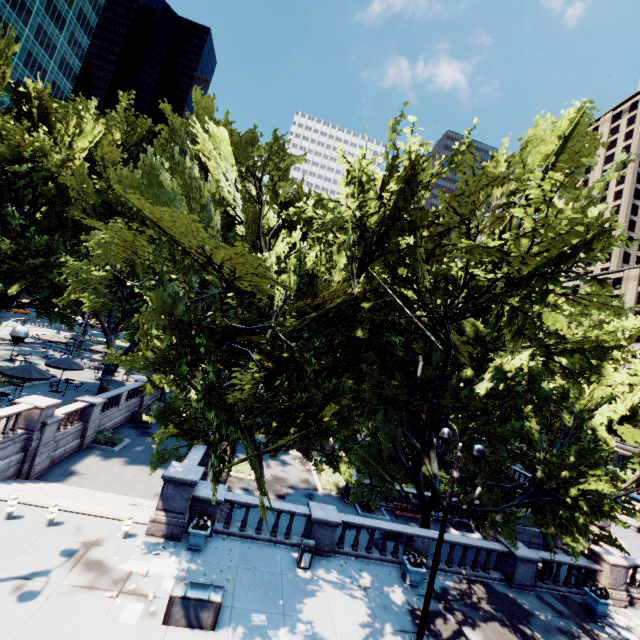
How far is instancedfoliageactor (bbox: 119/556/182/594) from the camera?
10.8m

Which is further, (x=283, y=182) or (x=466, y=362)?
(x=466, y=362)

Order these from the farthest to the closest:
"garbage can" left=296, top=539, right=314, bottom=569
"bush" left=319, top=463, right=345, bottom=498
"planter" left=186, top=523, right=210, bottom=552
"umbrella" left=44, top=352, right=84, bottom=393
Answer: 1. "umbrella" left=44, top=352, right=84, bottom=393
2. "bush" left=319, top=463, right=345, bottom=498
3. "garbage can" left=296, top=539, right=314, bottom=569
4. "planter" left=186, top=523, right=210, bottom=552

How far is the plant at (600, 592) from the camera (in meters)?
15.33

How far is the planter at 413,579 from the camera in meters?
13.8

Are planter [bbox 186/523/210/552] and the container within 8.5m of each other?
yes

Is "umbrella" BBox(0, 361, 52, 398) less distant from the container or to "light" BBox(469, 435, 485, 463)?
"light" BBox(469, 435, 485, 463)

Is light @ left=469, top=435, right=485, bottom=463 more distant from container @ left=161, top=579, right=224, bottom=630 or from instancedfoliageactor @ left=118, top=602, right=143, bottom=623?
container @ left=161, top=579, right=224, bottom=630
